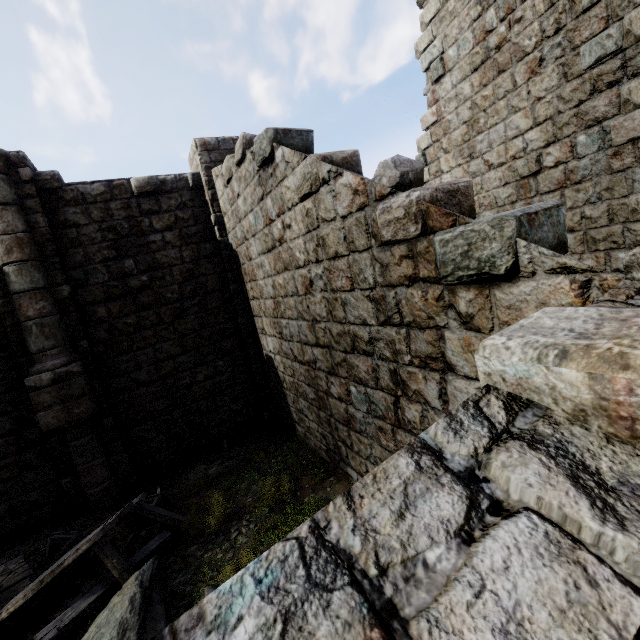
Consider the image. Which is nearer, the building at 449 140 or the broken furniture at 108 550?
the building at 449 140

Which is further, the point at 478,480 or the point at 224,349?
the point at 224,349

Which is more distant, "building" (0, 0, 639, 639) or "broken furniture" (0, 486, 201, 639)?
"broken furniture" (0, 486, 201, 639)

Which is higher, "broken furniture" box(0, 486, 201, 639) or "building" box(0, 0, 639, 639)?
"building" box(0, 0, 639, 639)

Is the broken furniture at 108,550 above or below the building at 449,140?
below
